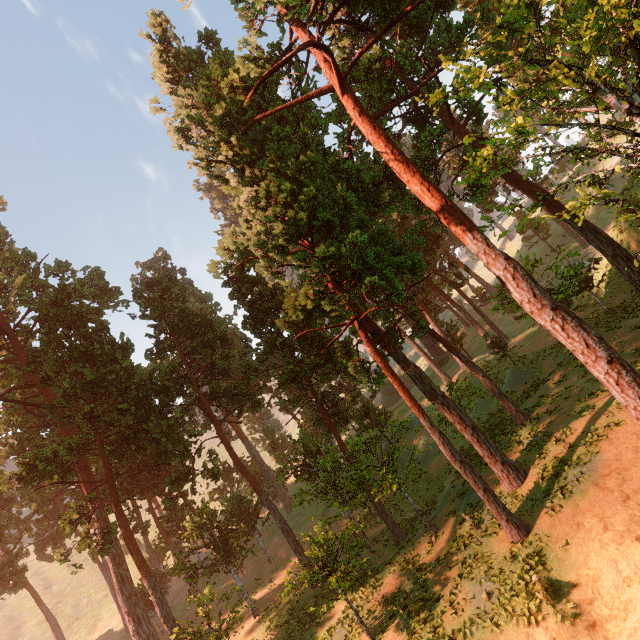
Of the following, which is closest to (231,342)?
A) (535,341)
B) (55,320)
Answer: (55,320)
